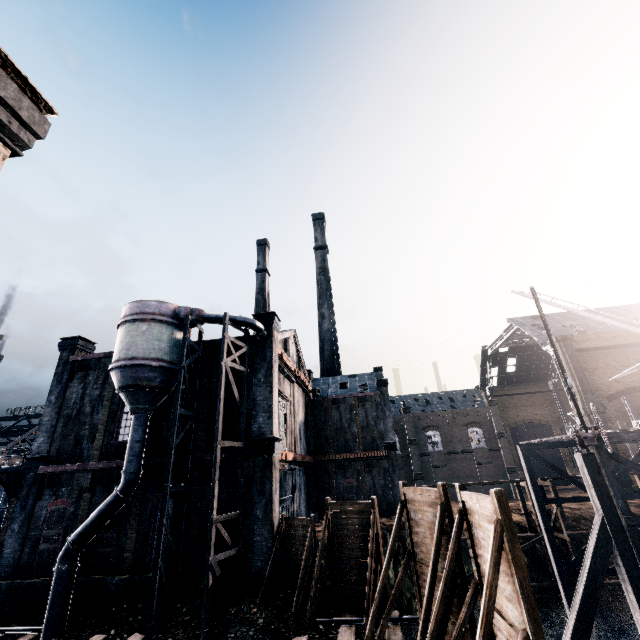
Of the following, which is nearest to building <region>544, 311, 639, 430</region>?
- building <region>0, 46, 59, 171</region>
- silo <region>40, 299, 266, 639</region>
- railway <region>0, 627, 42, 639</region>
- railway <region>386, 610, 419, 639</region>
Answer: railway <region>386, 610, 419, 639</region>

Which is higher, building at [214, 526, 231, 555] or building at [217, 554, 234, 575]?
building at [214, 526, 231, 555]

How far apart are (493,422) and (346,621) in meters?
48.6

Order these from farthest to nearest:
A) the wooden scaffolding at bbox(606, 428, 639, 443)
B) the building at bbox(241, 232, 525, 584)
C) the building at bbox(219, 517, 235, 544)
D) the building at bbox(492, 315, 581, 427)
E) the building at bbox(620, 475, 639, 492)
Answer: the building at bbox(492, 315, 581, 427) < the building at bbox(620, 475, 639, 492) < the building at bbox(241, 232, 525, 584) < the building at bbox(219, 517, 235, 544) < the wooden scaffolding at bbox(606, 428, 639, 443)

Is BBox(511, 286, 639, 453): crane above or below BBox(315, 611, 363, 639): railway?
above

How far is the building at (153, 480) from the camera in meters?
18.5 m

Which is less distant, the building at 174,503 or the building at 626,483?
the building at 174,503

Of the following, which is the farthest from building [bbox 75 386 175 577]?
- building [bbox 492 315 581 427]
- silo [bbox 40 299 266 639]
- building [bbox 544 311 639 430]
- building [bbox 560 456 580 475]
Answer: building [bbox 492 315 581 427]
